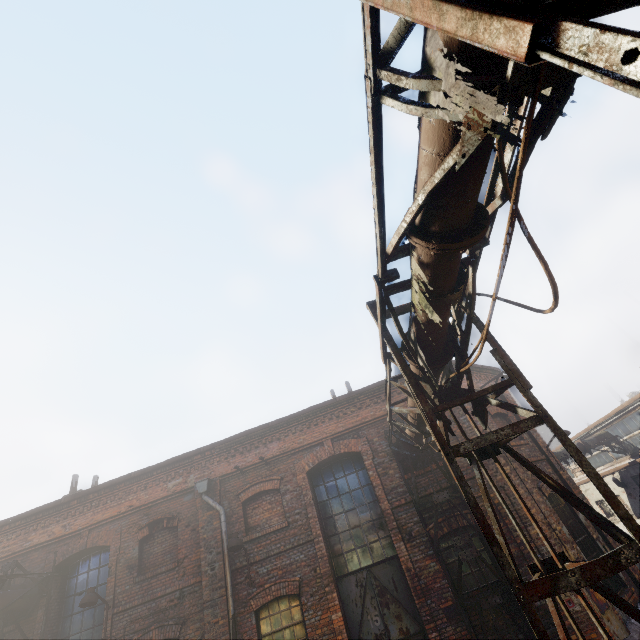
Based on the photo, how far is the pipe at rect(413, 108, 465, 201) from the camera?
2.18m

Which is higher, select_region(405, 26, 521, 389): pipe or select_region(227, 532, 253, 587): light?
select_region(405, 26, 521, 389): pipe

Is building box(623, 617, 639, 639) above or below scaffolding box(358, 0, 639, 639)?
below

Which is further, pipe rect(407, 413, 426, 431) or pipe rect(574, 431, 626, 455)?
pipe rect(574, 431, 626, 455)

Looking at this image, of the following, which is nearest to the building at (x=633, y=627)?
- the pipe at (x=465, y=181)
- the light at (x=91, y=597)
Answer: the pipe at (x=465, y=181)

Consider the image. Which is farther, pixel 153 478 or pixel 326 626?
pixel 153 478

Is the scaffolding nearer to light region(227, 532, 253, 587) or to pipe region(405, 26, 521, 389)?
pipe region(405, 26, 521, 389)

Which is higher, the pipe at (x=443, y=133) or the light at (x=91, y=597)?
the pipe at (x=443, y=133)
